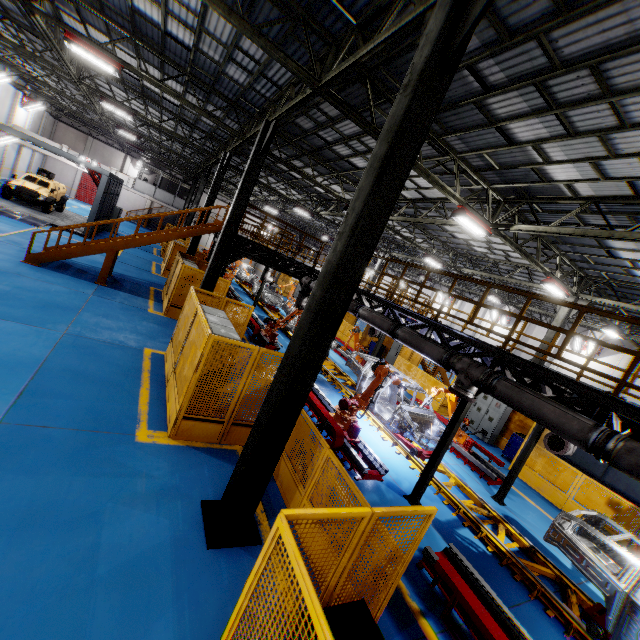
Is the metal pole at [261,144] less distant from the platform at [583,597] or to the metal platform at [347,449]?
the metal platform at [347,449]

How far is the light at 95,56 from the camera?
10.7m

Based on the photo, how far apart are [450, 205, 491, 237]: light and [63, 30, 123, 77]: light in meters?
12.8

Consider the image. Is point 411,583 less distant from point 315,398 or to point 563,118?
point 315,398

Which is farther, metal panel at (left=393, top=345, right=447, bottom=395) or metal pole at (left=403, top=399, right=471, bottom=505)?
metal panel at (left=393, top=345, right=447, bottom=395)

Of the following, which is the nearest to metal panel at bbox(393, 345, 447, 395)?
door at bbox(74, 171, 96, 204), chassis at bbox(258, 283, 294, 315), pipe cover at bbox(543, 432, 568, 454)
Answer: pipe cover at bbox(543, 432, 568, 454)

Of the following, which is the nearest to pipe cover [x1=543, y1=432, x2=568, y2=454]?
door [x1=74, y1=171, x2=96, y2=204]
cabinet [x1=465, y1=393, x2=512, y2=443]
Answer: cabinet [x1=465, y1=393, x2=512, y2=443]

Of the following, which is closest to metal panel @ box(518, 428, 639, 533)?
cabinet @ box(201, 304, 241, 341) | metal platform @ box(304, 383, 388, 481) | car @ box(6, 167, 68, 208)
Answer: cabinet @ box(201, 304, 241, 341)
